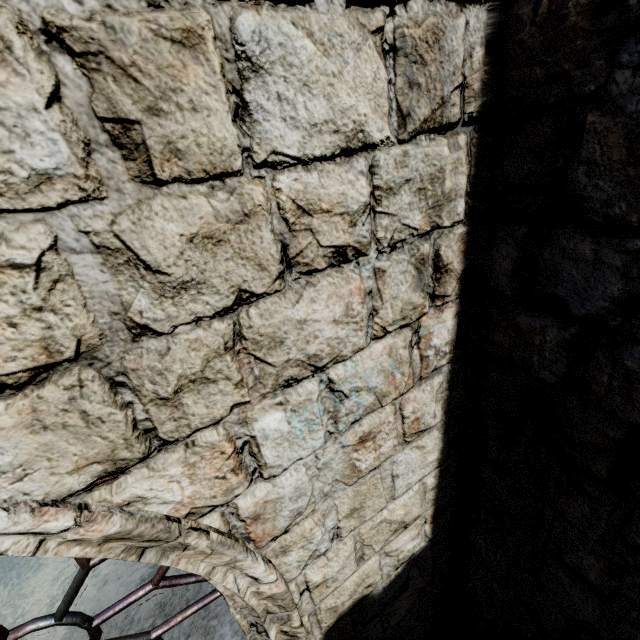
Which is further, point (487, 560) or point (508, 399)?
point (487, 560)
